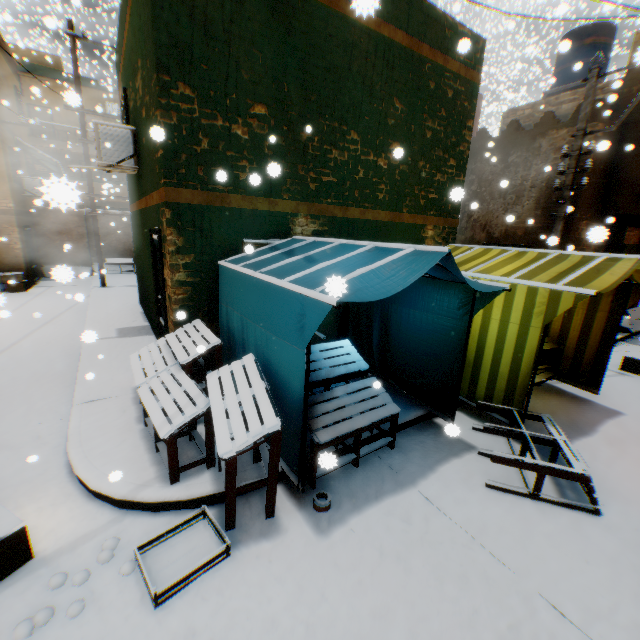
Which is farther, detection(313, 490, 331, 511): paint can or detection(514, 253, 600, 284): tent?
detection(514, 253, 600, 284): tent

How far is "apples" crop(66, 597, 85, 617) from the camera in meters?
2.3 m

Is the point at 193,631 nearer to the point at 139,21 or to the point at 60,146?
the point at 139,21

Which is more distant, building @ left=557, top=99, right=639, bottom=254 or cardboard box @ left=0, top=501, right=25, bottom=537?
building @ left=557, top=99, right=639, bottom=254

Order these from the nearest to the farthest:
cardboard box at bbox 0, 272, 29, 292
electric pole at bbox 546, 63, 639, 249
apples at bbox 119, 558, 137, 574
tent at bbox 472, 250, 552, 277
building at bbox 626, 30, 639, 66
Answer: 1. building at bbox 626, 30, 639, 66
2. apples at bbox 119, 558, 137, 574
3. tent at bbox 472, 250, 552, 277
4. electric pole at bbox 546, 63, 639, 249
5. cardboard box at bbox 0, 272, 29, 292

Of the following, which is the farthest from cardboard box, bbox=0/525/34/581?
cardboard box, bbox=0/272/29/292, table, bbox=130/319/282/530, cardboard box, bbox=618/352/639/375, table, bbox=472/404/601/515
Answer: cardboard box, bbox=0/272/29/292

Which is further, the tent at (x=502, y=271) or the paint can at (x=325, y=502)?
the tent at (x=502, y=271)

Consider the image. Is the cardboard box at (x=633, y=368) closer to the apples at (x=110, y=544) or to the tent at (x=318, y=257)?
the tent at (x=318, y=257)
